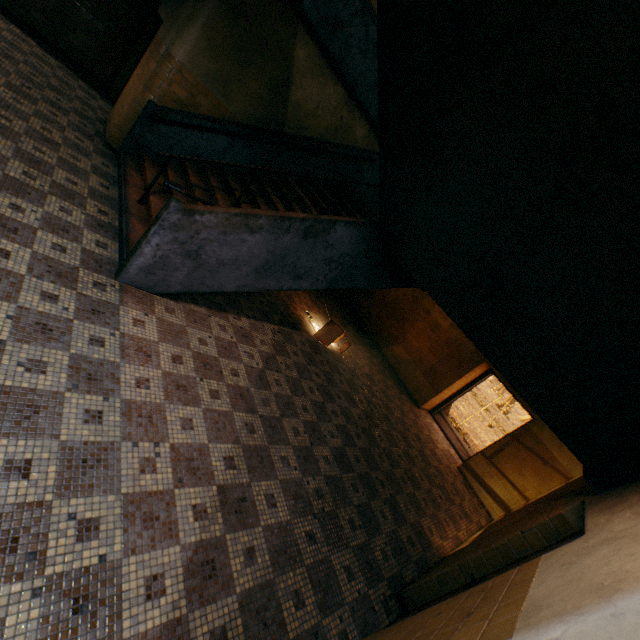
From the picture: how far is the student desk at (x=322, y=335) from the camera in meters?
6.9

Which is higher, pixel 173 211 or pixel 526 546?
pixel 526 546

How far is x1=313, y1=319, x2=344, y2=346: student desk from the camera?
6.9 meters

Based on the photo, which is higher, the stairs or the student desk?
the stairs

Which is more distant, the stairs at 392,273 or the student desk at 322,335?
the student desk at 322,335

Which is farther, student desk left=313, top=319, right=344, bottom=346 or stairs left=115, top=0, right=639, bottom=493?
student desk left=313, top=319, right=344, bottom=346
